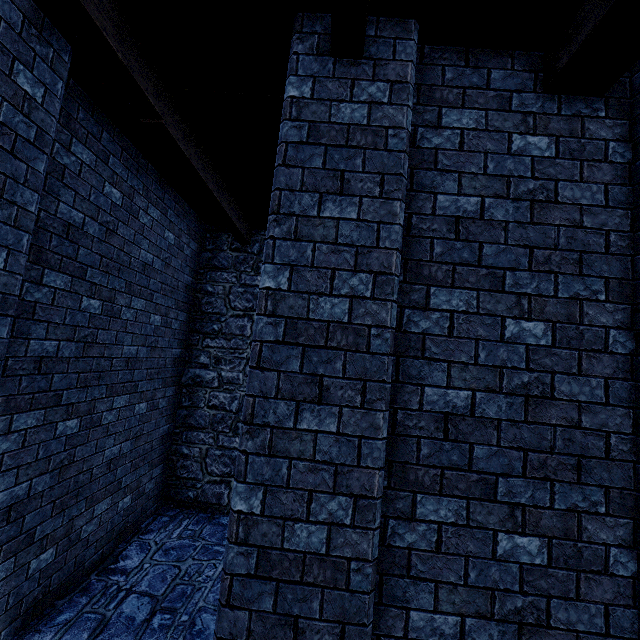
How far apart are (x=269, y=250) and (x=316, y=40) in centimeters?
173cm
